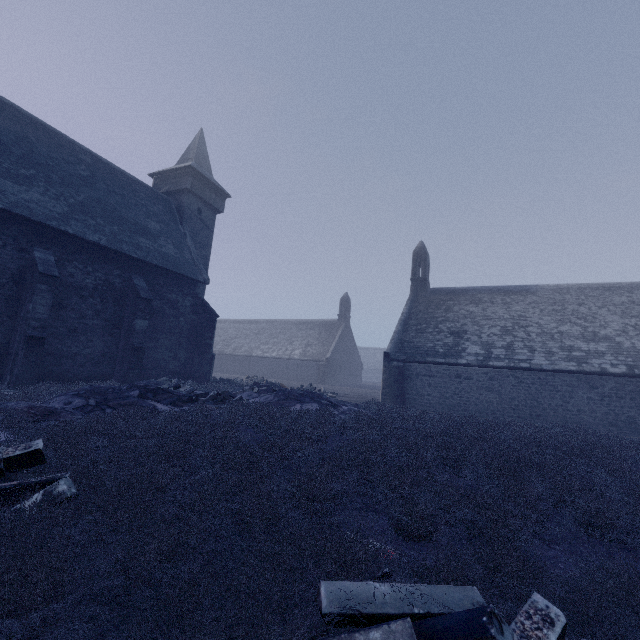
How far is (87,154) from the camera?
18.3m

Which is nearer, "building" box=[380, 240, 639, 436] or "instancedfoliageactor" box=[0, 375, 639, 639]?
"instancedfoliageactor" box=[0, 375, 639, 639]

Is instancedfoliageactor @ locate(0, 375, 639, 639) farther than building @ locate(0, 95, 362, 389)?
No

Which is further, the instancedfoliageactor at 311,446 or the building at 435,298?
the building at 435,298

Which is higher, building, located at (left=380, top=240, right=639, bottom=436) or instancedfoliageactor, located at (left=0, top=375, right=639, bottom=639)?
building, located at (left=380, top=240, right=639, bottom=436)

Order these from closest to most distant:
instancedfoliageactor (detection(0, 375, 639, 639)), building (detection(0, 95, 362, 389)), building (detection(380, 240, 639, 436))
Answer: instancedfoliageactor (detection(0, 375, 639, 639)) → building (detection(0, 95, 362, 389)) → building (detection(380, 240, 639, 436))

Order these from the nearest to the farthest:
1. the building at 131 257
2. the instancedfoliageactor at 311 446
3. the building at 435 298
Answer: the instancedfoliageactor at 311 446, the building at 131 257, the building at 435 298

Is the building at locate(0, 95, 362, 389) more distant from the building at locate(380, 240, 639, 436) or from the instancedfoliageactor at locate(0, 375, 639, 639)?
the building at locate(380, 240, 639, 436)
